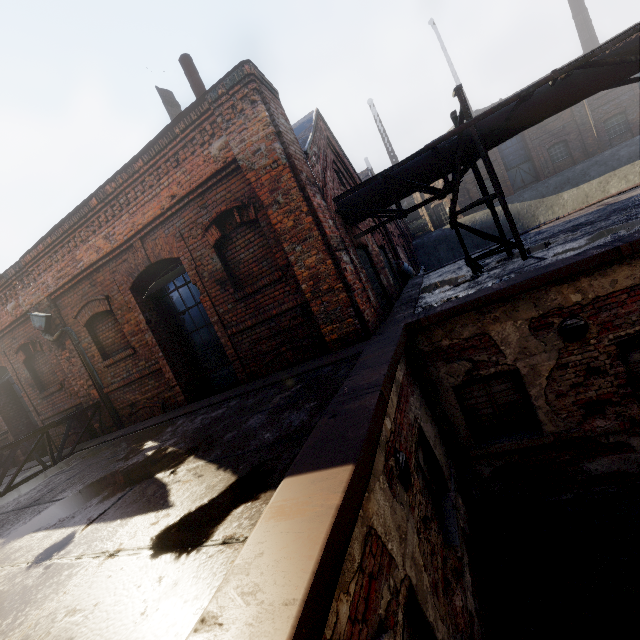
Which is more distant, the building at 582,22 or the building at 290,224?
the building at 582,22

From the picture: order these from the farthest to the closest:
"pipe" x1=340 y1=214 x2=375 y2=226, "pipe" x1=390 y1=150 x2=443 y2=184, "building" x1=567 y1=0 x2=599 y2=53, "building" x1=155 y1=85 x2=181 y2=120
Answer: "building" x1=567 y1=0 x2=599 y2=53
"building" x1=155 y1=85 x2=181 y2=120
"pipe" x1=340 y1=214 x2=375 y2=226
"pipe" x1=390 y1=150 x2=443 y2=184

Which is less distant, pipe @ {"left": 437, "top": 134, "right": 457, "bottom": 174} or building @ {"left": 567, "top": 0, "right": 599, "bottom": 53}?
pipe @ {"left": 437, "top": 134, "right": 457, "bottom": 174}

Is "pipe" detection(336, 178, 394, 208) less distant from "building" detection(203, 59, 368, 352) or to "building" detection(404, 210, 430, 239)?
"building" detection(203, 59, 368, 352)

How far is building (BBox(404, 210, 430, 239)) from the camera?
27.8m

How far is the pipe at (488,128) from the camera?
5.9m

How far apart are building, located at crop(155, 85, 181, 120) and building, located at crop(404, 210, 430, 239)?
22.56m

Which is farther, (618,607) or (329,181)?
(329,181)
